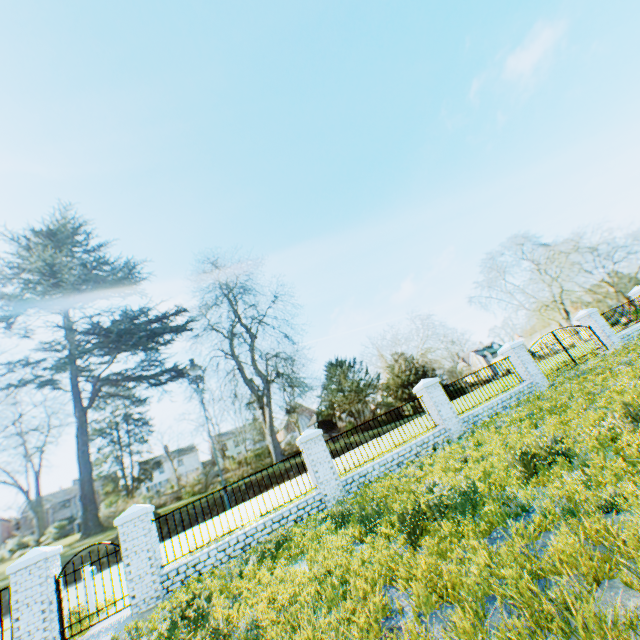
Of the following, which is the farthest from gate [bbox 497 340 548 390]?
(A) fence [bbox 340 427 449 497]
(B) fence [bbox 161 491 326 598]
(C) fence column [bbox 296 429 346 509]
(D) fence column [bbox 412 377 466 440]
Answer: (B) fence [bbox 161 491 326 598]

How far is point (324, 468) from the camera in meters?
10.7

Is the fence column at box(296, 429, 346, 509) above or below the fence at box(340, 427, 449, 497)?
above

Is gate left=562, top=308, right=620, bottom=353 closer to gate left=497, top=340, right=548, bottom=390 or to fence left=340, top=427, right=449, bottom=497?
gate left=497, top=340, right=548, bottom=390

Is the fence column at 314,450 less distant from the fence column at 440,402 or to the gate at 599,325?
the fence column at 440,402

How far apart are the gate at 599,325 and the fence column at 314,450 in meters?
15.4

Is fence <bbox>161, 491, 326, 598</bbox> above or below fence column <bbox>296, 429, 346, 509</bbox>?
below

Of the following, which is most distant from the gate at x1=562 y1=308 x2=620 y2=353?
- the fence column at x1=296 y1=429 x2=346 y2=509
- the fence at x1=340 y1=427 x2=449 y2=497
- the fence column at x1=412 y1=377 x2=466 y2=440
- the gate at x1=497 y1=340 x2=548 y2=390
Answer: the fence column at x1=296 y1=429 x2=346 y2=509
